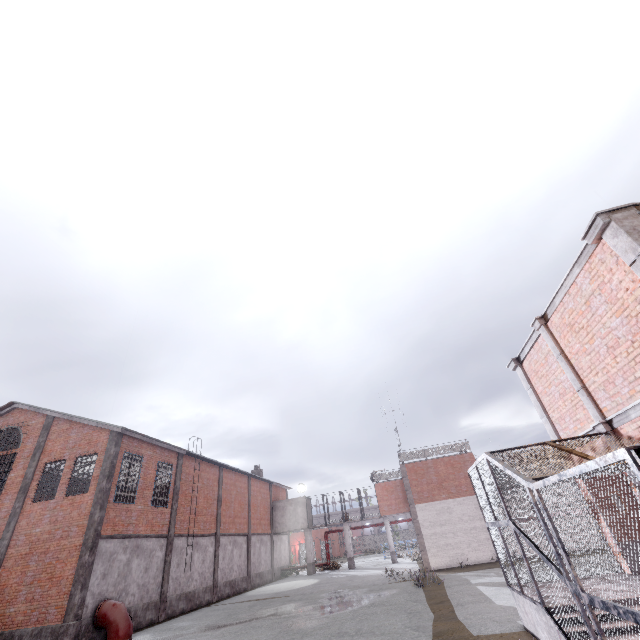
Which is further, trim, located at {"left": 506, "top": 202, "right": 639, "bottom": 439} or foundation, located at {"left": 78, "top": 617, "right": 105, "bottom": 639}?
foundation, located at {"left": 78, "top": 617, "right": 105, "bottom": 639}

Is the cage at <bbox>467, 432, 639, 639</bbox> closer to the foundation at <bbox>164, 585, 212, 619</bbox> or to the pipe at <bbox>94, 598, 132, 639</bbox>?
the foundation at <bbox>164, 585, 212, 619</bbox>

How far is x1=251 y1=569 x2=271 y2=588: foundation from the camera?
28.60m

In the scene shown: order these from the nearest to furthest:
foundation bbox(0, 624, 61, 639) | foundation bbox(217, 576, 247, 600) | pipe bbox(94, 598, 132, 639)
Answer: foundation bbox(0, 624, 61, 639) < pipe bbox(94, 598, 132, 639) < foundation bbox(217, 576, 247, 600)

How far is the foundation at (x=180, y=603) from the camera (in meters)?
18.77

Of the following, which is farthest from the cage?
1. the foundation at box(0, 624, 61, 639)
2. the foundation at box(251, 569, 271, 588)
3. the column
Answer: the foundation at box(0, 624, 61, 639)

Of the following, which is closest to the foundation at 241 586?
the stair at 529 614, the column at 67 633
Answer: the column at 67 633

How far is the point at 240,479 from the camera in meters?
30.8
